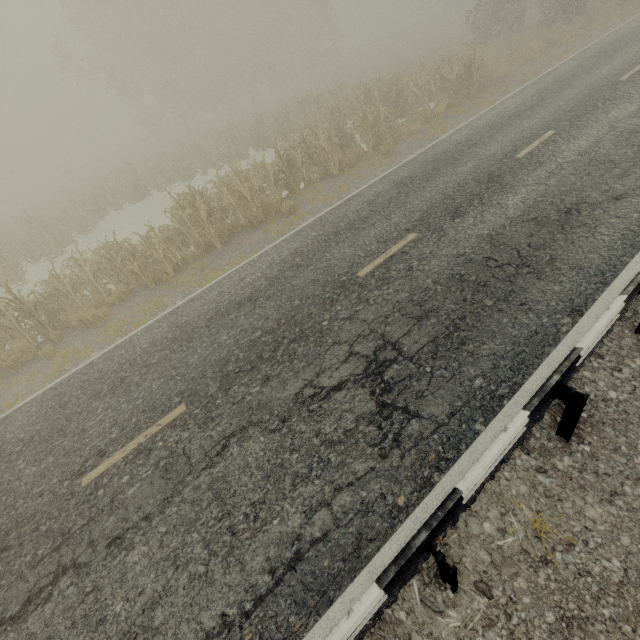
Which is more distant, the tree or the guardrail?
the tree

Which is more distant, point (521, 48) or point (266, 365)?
point (521, 48)

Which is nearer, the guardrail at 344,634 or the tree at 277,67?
the guardrail at 344,634
